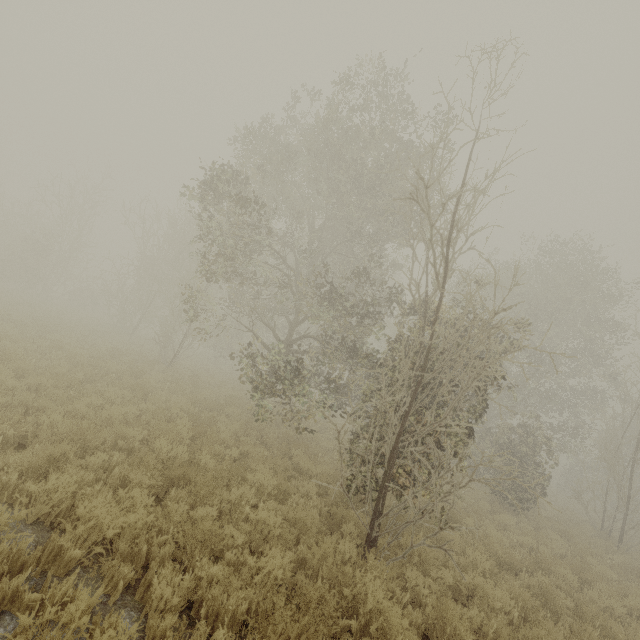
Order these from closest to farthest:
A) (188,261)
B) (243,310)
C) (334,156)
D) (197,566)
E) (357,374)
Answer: (197,566) → (357,374) → (334,156) → (188,261) → (243,310)
